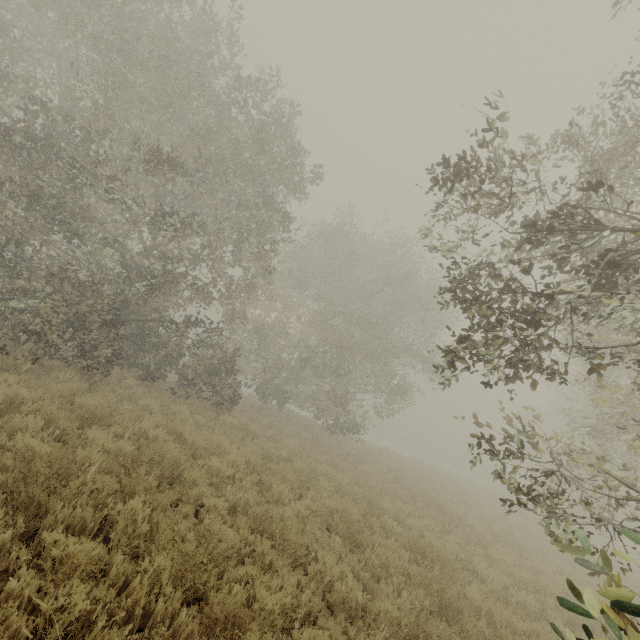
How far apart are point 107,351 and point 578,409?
21.1 meters
